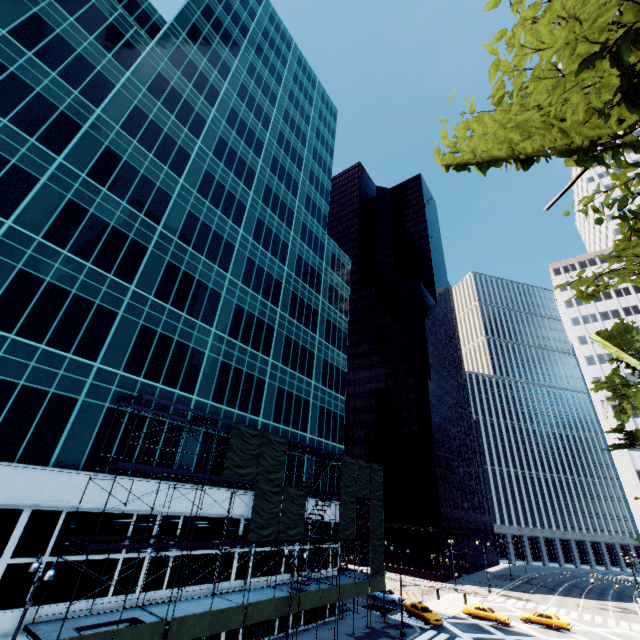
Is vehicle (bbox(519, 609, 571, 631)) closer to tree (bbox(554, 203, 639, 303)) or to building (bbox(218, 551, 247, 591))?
tree (bbox(554, 203, 639, 303))

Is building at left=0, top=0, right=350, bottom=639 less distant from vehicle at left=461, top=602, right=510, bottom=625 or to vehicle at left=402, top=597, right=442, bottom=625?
vehicle at left=402, top=597, right=442, bottom=625

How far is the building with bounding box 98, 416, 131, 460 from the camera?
21.59m

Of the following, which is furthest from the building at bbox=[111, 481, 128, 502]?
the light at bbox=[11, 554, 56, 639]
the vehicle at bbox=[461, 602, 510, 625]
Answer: the vehicle at bbox=[461, 602, 510, 625]

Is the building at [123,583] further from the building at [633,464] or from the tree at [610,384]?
the building at [633,464]

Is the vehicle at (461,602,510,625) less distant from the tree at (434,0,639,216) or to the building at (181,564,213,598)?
the building at (181,564,213,598)

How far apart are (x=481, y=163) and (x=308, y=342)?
38.5m

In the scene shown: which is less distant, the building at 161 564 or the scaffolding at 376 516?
the scaffolding at 376 516
